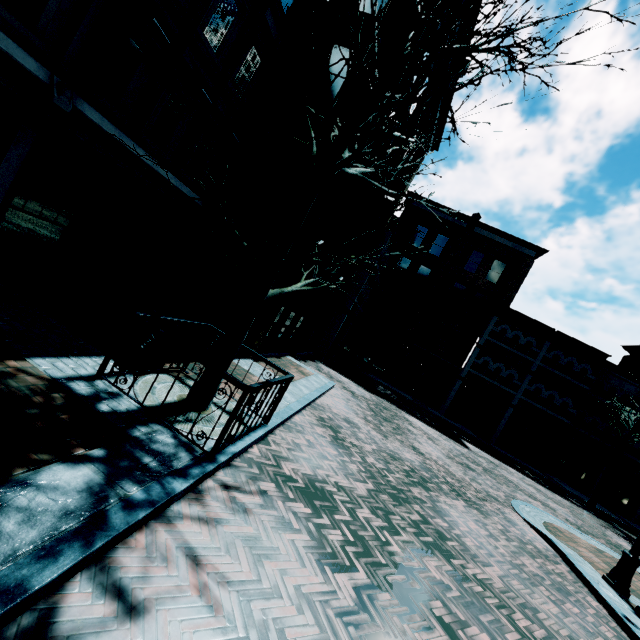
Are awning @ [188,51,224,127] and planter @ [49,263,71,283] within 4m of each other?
no

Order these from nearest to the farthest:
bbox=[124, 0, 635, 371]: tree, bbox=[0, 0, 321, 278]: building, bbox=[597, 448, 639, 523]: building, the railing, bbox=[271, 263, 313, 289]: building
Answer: bbox=[124, 0, 635, 371]: tree
the railing
bbox=[0, 0, 321, 278]: building
bbox=[271, 263, 313, 289]: building
bbox=[597, 448, 639, 523]: building

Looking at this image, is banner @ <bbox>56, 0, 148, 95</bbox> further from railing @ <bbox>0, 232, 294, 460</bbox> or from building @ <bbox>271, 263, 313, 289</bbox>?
railing @ <bbox>0, 232, 294, 460</bbox>

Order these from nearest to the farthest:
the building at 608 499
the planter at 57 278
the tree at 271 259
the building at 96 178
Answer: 1. the tree at 271 259
2. the building at 96 178
3. the planter at 57 278
4. the building at 608 499

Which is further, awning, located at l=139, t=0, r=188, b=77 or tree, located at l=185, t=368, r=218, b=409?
awning, located at l=139, t=0, r=188, b=77

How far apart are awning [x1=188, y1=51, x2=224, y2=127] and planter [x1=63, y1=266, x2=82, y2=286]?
4.8 meters

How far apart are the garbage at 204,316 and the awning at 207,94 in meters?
4.6

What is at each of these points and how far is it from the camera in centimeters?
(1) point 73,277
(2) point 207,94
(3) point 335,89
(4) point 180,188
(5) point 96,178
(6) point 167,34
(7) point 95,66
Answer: (1) planter, 759cm
(2) awning, 808cm
(3) building, 1005cm
(4) building, 950cm
(5) building, 762cm
(6) awning, 671cm
(7) banner, 594cm
